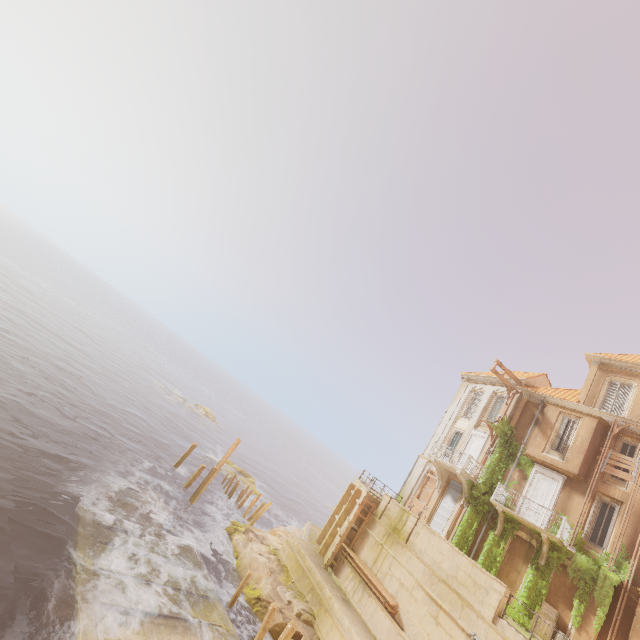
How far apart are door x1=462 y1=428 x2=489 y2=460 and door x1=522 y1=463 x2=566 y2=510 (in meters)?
3.13

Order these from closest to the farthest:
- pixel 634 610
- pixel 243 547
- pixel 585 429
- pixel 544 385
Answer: pixel 634 610, pixel 585 429, pixel 243 547, pixel 544 385

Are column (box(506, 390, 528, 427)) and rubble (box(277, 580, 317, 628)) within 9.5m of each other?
no

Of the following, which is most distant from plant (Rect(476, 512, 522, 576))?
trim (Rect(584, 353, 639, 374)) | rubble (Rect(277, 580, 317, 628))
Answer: rubble (Rect(277, 580, 317, 628))

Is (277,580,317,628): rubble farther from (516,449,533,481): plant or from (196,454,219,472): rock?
(196,454,219,472): rock

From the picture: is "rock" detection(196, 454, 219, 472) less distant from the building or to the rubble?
the building

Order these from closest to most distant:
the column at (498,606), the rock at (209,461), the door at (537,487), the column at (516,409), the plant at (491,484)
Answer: the column at (498,606) < the door at (537,487) < the plant at (491,484) < the column at (516,409) < the rock at (209,461)

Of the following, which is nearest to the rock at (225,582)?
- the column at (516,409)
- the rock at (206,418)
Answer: the column at (516,409)
